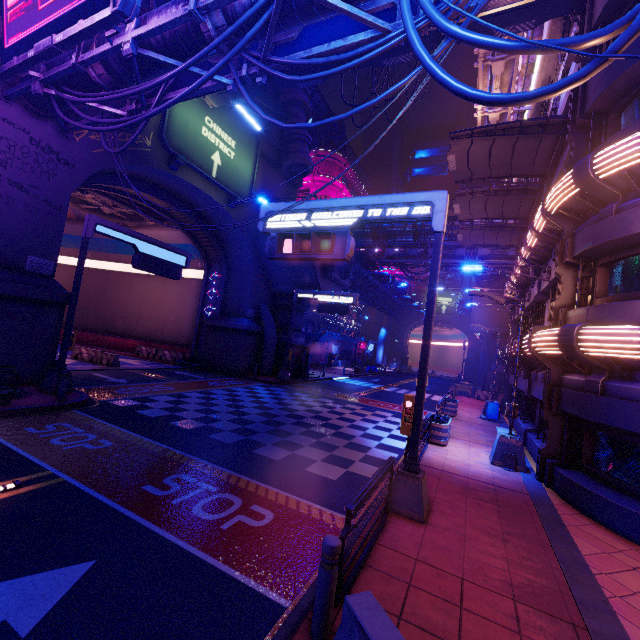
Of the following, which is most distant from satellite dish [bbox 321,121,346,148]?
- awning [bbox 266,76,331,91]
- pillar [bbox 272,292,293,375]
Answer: awning [bbox 266,76,331,91]

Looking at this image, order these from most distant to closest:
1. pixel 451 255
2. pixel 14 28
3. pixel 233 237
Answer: pixel 451 255 < pixel 233 237 < pixel 14 28

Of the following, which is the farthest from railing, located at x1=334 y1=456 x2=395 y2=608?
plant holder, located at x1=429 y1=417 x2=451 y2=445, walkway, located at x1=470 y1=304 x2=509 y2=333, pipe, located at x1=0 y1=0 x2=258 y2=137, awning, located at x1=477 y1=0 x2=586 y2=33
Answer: walkway, located at x1=470 y1=304 x2=509 y2=333

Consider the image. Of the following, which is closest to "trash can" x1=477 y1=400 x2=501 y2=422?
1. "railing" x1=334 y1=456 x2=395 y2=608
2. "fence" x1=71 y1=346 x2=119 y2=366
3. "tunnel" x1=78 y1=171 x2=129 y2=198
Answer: "railing" x1=334 y1=456 x2=395 y2=608

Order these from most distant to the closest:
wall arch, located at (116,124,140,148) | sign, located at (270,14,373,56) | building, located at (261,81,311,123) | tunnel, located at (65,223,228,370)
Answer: tunnel, located at (65,223,228,370) < building, located at (261,81,311,123) < wall arch, located at (116,124,140,148) < sign, located at (270,14,373,56)

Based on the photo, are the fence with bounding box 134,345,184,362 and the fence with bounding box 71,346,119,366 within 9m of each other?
yes

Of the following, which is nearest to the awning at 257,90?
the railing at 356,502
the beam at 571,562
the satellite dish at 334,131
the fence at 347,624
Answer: the railing at 356,502

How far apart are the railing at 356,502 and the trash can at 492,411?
16.06m
